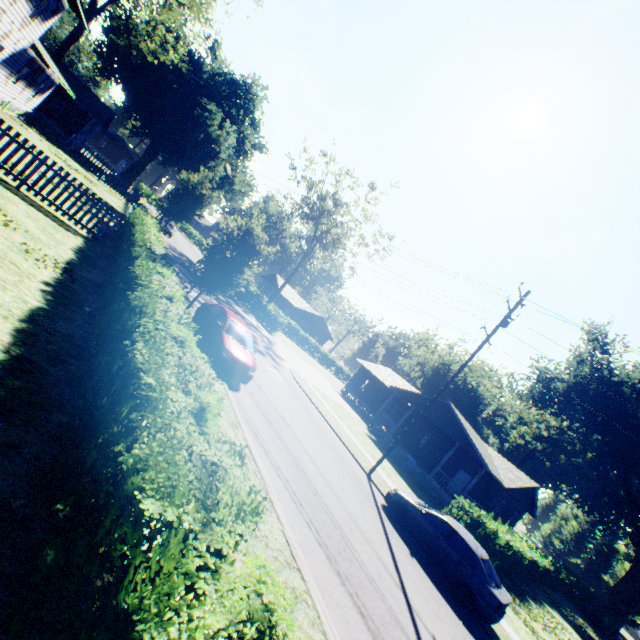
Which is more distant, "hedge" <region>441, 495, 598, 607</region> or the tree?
the tree

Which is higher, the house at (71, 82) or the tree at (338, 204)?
the tree at (338, 204)

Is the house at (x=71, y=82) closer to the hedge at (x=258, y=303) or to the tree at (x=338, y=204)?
the tree at (x=338, y=204)

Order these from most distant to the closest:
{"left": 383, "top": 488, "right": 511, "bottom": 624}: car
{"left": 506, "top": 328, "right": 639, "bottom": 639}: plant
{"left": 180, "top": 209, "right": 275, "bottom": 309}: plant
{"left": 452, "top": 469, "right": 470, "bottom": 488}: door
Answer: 1. {"left": 506, "top": 328, "right": 639, "bottom": 639}: plant
2. {"left": 452, "top": 469, "right": 470, "bottom": 488}: door
3. {"left": 180, "top": 209, "right": 275, "bottom": 309}: plant
4. {"left": 383, "top": 488, "right": 511, "bottom": 624}: car

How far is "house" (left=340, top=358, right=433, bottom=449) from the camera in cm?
2936

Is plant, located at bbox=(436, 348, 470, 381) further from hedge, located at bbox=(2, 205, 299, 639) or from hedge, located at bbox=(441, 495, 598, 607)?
hedge, located at bbox=(441, 495, 598, 607)

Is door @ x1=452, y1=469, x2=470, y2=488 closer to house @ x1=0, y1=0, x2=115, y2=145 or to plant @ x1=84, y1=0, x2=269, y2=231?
plant @ x1=84, y1=0, x2=269, y2=231

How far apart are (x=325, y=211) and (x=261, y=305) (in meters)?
14.13
